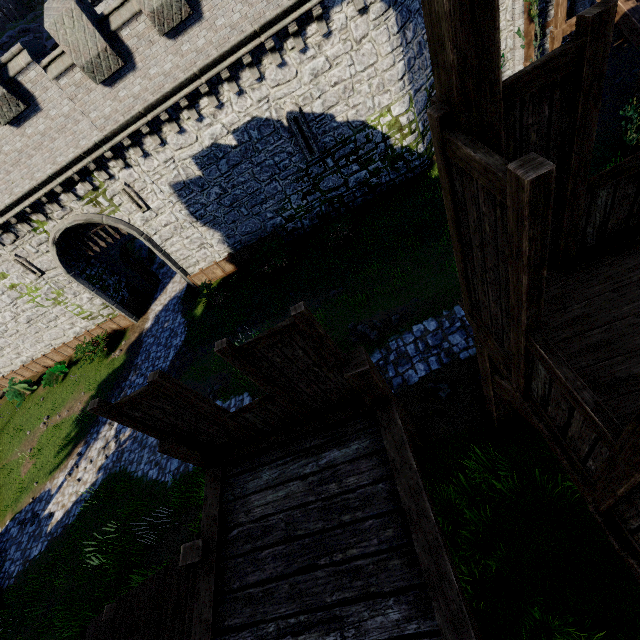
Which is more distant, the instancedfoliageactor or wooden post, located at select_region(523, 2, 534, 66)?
wooden post, located at select_region(523, 2, 534, 66)

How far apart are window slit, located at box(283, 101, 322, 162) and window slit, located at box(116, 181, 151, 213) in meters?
7.6

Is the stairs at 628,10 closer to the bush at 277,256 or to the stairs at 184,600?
the bush at 277,256

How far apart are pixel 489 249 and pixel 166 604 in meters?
6.7

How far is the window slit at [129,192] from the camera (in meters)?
14.86

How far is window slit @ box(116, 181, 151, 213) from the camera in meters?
14.9

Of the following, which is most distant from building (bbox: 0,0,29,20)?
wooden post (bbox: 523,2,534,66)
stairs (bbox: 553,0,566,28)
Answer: stairs (bbox: 553,0,566,28)

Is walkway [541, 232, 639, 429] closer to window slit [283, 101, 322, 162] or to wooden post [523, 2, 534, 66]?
window slit [283, 101, 322, 162]
